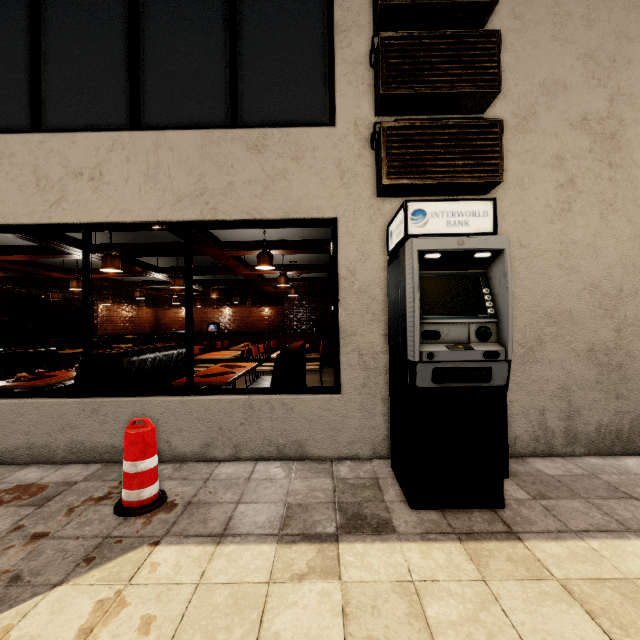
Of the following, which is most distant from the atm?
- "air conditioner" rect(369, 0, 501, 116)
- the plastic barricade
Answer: the plastic barricade

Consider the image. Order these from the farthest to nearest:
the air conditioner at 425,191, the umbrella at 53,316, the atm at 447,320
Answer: the umbrella at 53,316 → the air conditioner at 425,191 → the atm at 447,320

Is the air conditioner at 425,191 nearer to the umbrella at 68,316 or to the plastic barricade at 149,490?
the plastic barricade at 149,490

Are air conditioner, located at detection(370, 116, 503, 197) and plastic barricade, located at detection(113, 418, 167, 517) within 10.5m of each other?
yes

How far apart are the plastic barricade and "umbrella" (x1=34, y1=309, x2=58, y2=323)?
13.3 meters

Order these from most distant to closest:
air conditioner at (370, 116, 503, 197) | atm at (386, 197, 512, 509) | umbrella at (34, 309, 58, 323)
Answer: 1. umbrella at (34, 309, 58, 323)
2. air conditioner at (370, 116, 503, 197)
3. atm at (386, 197, 512, 509)

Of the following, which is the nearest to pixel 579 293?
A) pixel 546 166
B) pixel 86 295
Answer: pixel 546 166

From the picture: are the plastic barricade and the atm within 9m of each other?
yes
